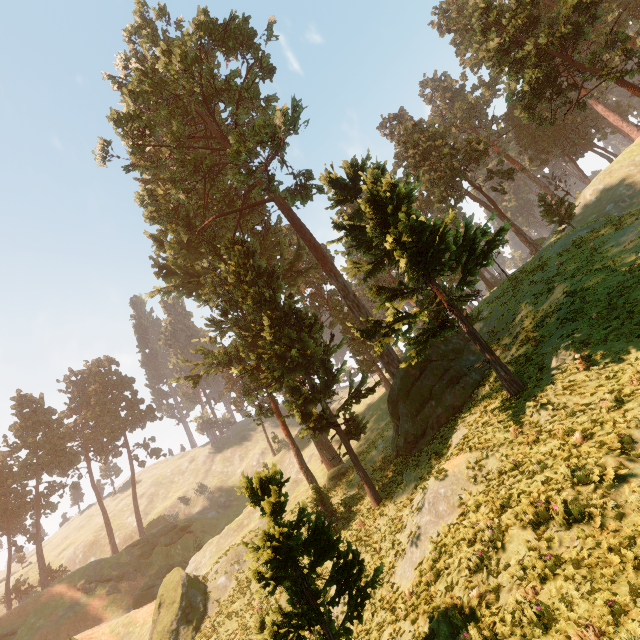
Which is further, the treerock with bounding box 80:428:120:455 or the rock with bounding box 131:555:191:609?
the treerock with bounding box 80:428:120:455

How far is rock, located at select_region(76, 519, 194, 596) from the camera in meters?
42.5

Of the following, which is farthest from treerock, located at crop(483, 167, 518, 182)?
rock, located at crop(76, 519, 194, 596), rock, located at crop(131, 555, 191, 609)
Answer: rock, located at crop(131, 555, 191, 609)

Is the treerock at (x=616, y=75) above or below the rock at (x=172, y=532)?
above

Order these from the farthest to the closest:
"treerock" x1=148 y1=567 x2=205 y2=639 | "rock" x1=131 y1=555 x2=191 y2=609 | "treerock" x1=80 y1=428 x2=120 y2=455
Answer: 1. "treerock" x1=80 y1=428 x2=120 y2=455
2. "rock" x1=131 y1=555 x2=191 y2=609
3. "treerock" x1=148 y1=567 x2=205 y2=639

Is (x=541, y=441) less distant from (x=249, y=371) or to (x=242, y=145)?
(x=249, y=371)

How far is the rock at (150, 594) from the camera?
40.3m
